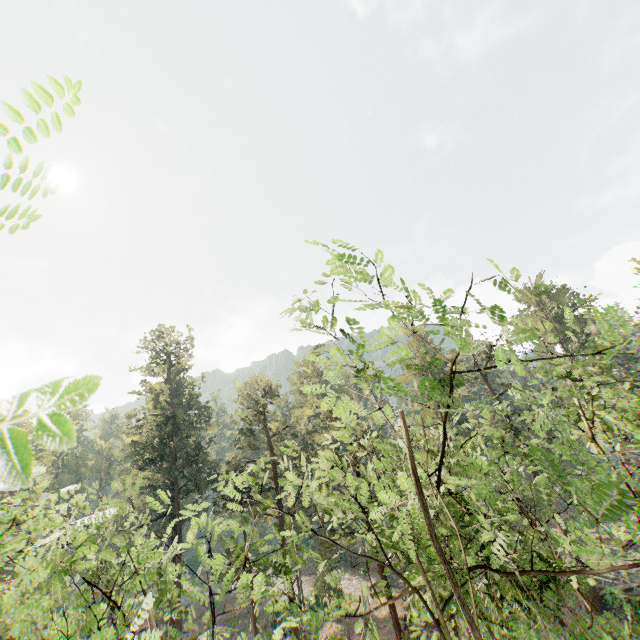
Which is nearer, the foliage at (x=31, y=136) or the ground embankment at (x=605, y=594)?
the foliage at (x=31, y=136)

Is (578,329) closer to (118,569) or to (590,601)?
(590,601)

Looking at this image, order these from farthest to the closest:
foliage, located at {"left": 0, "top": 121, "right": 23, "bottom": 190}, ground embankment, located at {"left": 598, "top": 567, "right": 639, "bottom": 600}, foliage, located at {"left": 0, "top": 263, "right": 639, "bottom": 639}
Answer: ground embankment, located at {"left": 598, "top": 567, "right": 639, "bottom": 600} < foliage, located at {"left": 0, "top": 263, "right": 639, "bottom": 639} < foliage, located at {"left": 0, "top": 121, "right": 23, "bottom": 190}

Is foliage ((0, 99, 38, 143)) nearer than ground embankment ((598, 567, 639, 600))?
Yes

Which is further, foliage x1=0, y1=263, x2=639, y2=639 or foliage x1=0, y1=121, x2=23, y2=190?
foliage x1=0, y1=263, x2=639, y2=639

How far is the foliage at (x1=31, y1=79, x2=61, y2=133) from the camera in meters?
1.0

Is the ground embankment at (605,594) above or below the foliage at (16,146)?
below
